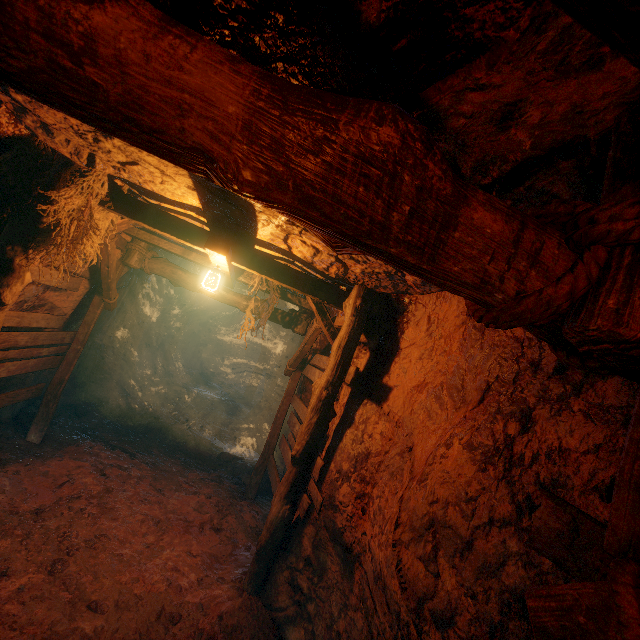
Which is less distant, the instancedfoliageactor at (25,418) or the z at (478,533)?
the z at (478,533)

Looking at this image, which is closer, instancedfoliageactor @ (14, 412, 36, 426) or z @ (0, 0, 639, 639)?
z @ (0, 0, 639, 639)

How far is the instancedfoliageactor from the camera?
6.34m

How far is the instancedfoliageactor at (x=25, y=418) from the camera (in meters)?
6.34

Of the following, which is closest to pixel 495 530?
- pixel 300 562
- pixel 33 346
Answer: pixel 300 562
